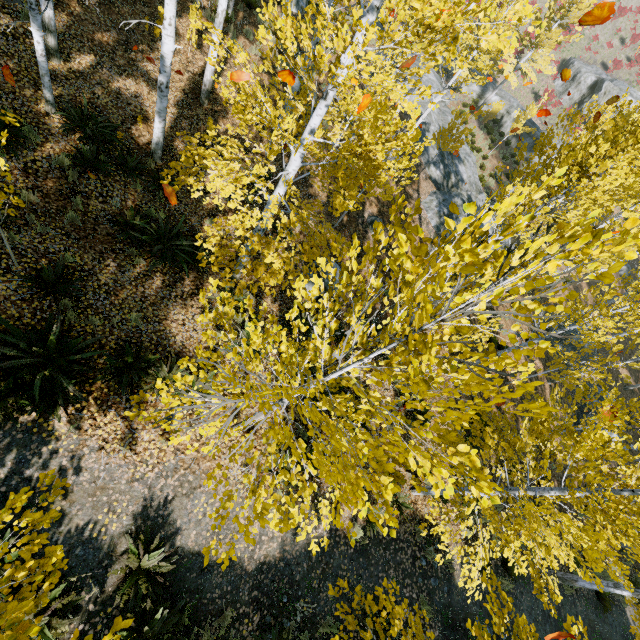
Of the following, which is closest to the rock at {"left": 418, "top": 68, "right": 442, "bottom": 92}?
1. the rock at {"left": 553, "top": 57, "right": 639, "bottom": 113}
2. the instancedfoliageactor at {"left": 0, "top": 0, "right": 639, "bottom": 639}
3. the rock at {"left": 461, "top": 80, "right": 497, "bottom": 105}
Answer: the instancedfoliageactor at {"left": 0, "top": 0, "right": 639, "bottom": 639}

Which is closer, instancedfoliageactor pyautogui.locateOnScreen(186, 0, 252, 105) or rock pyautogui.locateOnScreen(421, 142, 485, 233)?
instancedfoliageactor pyautogui.locateOnScreen(186, 0, 252, 105)

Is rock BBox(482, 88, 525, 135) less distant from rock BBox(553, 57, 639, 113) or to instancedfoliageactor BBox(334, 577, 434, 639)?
instancedfoliageactor BBox(334, 577, 434, 639)

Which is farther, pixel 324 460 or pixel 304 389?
pixel 324 460

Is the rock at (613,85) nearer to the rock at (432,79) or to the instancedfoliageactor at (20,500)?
the instancedfoliageactor at (20,500)

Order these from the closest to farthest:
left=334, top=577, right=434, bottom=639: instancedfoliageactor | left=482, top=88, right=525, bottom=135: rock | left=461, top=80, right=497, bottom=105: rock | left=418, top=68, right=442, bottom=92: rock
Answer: left=334, top=577, right=434, bottom=639: instancedfoliageactor < left=418, top=68, right=442, bottom=92: rock < left=482, top=88, right=525, bottom=135: rock < left=461, top=80, right=497, bottom=105: rock

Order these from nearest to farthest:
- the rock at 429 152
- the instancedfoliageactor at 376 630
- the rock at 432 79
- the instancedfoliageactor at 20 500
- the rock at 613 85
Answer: the instancedfoliageactor at 20 500 < the instancedfoliageactor at 376 630 < the rock at 429 152 < the rock at 432 79 < the rock at 613 85
